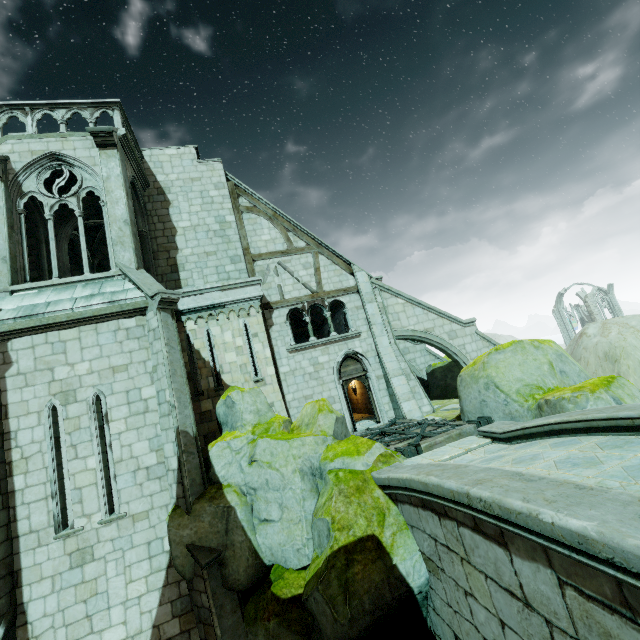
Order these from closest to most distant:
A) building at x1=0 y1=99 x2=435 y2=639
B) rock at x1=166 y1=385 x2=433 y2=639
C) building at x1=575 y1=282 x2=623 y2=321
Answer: rock at x1=166 y1=385 x2=433 y2=639, building at x1=0 y1=99 x2=435 y2=639, building at x1=575 y1=282 x2=623 y2=321

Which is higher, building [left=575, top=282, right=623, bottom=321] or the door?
building [left=575, top=282, right=623, bottom=321]

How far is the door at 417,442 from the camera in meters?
8.4

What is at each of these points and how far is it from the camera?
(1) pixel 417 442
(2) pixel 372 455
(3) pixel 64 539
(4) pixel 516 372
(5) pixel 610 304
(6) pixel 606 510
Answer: (1) door, 8.9 meters
(2) rock, 7.1 meters
(3) building, 7.3 meters
(4) rock, 9.1 meters
(5) building, 56.8 meters
(6) bridge, 2.5 meters

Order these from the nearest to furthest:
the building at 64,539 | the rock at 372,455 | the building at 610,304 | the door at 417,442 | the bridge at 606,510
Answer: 1. the bridge at 606,510
2. the rock at 372,455
3. the building at 64,539
4. the door at 417,442
5. the building at 610,304

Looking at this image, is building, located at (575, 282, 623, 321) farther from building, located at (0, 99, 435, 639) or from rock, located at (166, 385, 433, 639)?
rock, located at (166, 385, 433, 639)

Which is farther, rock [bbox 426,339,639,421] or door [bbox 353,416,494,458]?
door [bbox 353,416,494,458]

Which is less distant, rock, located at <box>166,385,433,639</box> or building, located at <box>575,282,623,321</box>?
rock, located at <box>166,385,433,639</box>
